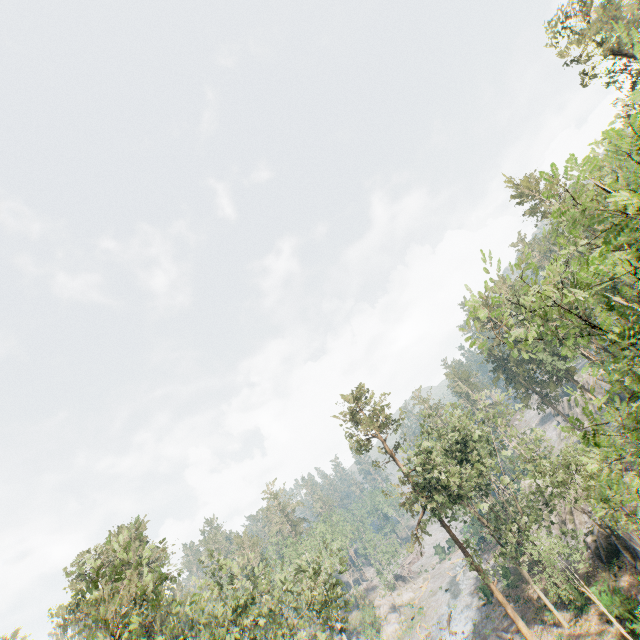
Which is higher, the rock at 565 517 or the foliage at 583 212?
the foliage at 583 212

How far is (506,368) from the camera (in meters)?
58.59

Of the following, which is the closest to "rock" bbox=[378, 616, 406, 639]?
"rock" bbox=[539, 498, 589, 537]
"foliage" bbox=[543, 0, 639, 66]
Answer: "foliage" bbox=[543, 0, 639, 66]

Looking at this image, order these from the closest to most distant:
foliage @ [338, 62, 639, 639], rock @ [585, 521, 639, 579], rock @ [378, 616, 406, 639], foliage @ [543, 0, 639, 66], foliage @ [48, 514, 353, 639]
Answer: foliage @ [338, 62, 639, 639] < foliage @ [48, 514, 353, 639] < rock @ [585, 521, 639, 579] < foliage @ [543, 0, 639, 66] < rock @ [378, 616, 406, 639]

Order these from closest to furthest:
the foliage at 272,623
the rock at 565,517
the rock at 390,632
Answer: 1. the foliage at 272,623
2. the rock at 565,517
3. the rock at 390,632

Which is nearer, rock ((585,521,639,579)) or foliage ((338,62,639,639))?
foliage ((338,62,639,639))
